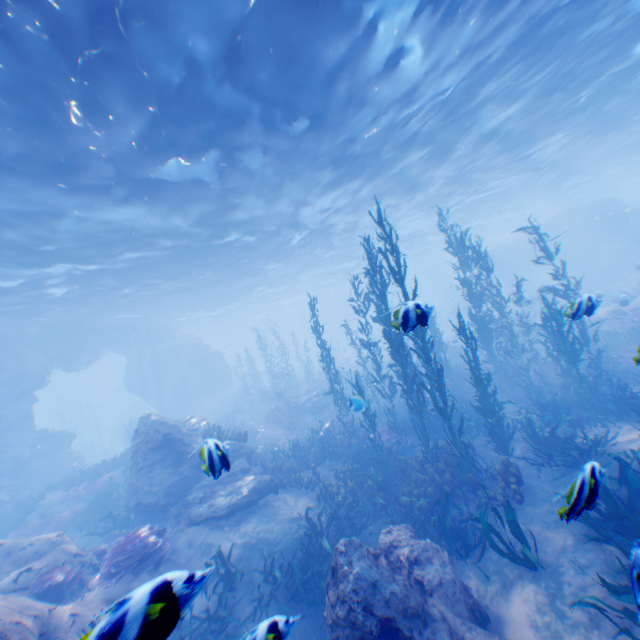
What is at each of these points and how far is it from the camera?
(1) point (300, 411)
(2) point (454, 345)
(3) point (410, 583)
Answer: (1) rock, 22.5 meters
(2) rock, 30.7 meters
(3) rock, 5.3 meters

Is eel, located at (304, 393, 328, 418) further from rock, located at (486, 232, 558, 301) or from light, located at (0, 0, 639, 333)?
light, located at (0, 0, 639, 333)

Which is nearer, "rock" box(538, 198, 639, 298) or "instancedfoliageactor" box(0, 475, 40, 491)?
"instancedfoliageactor" box(0, 475, 40, 491)

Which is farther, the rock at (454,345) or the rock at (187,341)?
the rock at (454,345)

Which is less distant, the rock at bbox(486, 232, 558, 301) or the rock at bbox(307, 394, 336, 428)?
the rock at bbox(307, 394, 336, 428)

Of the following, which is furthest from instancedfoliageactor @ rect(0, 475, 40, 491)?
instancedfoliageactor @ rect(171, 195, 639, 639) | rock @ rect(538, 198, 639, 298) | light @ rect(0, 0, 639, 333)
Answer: light @ rect(0, 0, 639, 333)

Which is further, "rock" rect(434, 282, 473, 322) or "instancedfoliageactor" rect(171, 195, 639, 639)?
"rock" rect(434, 282, 473, 322)

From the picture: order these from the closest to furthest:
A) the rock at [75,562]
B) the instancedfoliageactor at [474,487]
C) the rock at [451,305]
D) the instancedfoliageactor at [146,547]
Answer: the rock at [75,562], the instancedfoliageactor at [474,487], the instancedfoliageactor at [146,547], the rock at [451,305]
